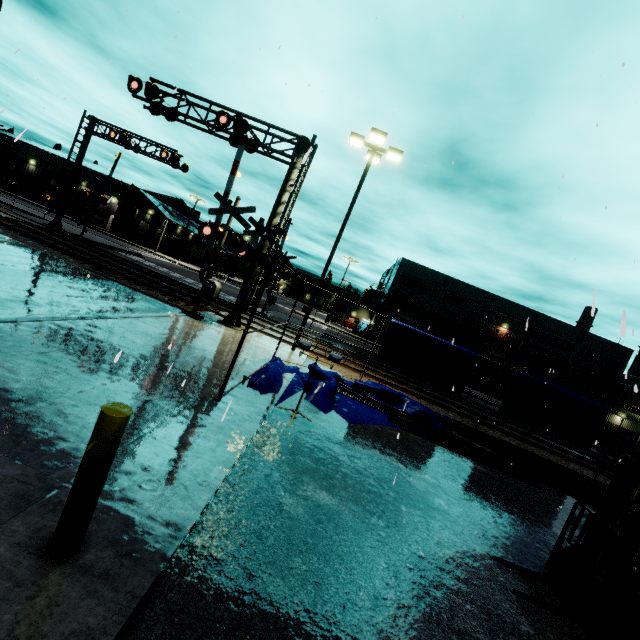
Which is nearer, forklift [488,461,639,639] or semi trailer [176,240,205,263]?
forklift [488,461,639,639]

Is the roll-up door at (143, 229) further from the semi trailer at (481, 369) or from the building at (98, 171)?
the semi trailer at (481, 369)

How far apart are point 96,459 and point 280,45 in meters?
8.7

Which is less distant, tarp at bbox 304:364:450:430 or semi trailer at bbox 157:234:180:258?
tarp at bbox 304:364:450:430

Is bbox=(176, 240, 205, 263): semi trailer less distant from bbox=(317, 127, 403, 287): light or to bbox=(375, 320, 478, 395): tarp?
bbox=(375, 320, 478, 395): tarp

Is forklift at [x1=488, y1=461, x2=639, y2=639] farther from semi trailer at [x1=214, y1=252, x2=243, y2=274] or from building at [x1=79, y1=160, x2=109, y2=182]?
semi trailer at [x1=214, y1=252, x2=243, y2=274]

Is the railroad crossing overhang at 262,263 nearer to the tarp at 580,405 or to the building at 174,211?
the building at 174,211

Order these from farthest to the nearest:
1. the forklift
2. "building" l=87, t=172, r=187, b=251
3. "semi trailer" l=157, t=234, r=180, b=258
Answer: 1. "semi trailer" l=157, t=234, r=180, b=258
2. "building" l=87, t=172, r=187, b=251
3. the forklift
